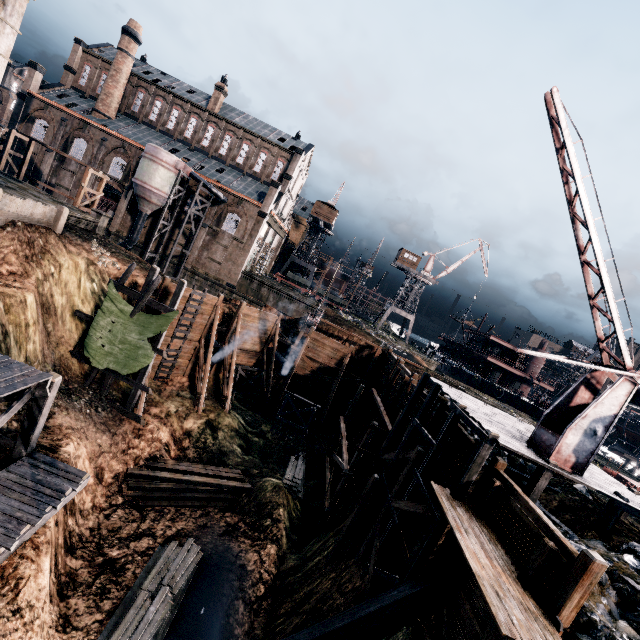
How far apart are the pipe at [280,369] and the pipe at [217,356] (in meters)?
5.83

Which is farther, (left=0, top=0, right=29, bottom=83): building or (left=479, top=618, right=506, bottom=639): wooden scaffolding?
(left=0, top=0, right=29, bottom=83): building

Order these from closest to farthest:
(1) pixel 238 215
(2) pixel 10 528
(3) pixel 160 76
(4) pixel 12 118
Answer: (2) pixel 10 528 < (4) pixel 12 118 < (1) pixel 238 215 < (3) pixel 160 76

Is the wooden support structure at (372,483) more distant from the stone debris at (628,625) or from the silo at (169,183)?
the silo at (169,183)

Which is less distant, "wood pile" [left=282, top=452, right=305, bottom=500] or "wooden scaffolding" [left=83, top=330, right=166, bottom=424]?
"wooden scaffolding" [left=83, top=330, right=166, bottom=424]

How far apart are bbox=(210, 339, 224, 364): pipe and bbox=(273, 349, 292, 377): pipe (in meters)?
5.83

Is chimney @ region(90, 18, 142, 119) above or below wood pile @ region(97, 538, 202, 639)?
above

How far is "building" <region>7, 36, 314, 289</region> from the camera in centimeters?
4509cm
